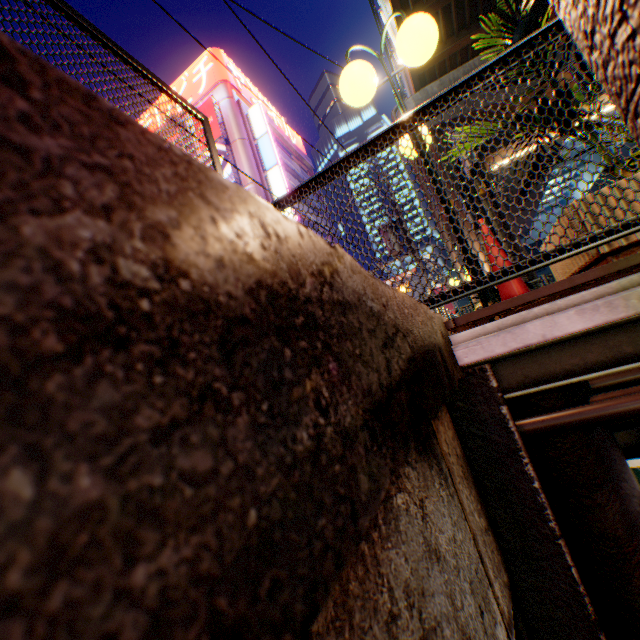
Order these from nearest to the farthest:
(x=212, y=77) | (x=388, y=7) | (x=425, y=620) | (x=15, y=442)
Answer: (x=15, y=442)
(x=425, y=620)
(x=388, y=7)
(x=212, y=77)

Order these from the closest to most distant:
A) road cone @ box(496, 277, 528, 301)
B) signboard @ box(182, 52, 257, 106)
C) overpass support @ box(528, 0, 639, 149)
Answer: overpass support @ box(528, 0, 639, 149), road cone @ box(496, 277, 528, 301), signboard @ box(182, 52, 257, 106)

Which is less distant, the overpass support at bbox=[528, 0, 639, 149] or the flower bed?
the overpass support at bbox=[528, 0, 639, 149]

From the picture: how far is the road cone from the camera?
2.8 meters

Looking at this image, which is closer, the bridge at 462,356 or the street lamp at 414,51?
the bridge at 462,356

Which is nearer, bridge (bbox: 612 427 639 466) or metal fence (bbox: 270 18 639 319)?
metal fence (bbox: 270 18 639 319)

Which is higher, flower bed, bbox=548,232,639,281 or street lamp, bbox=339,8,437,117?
street lamp, bbox=339,8,437,117

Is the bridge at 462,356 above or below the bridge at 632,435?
above
